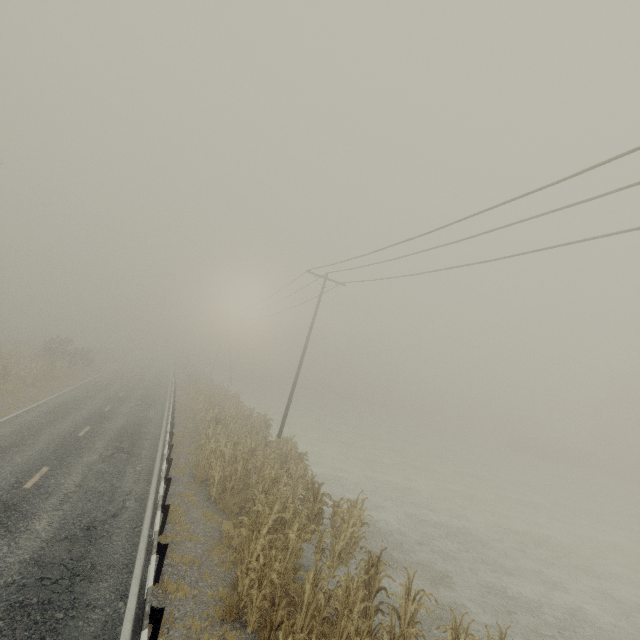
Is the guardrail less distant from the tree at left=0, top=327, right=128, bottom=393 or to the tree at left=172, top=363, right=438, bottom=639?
the tree at left=172, top=363, right=438, bottom=639

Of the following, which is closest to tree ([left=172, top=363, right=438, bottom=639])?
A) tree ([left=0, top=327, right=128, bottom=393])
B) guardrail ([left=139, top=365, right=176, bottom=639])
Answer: guardrail ([left=139, top=365, right=176, bottom=639])

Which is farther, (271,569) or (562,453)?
(562,453)

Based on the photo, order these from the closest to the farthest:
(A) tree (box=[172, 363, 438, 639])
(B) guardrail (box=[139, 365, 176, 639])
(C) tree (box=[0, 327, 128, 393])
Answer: (B) guardrail (box=[139, 365, 176, 639])
(A) tree (box=[172, 363, 438, 639])
(C) tree (box=[0, 327, 128, 393])

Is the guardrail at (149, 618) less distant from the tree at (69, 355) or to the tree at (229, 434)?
the tree at (229, 434)
